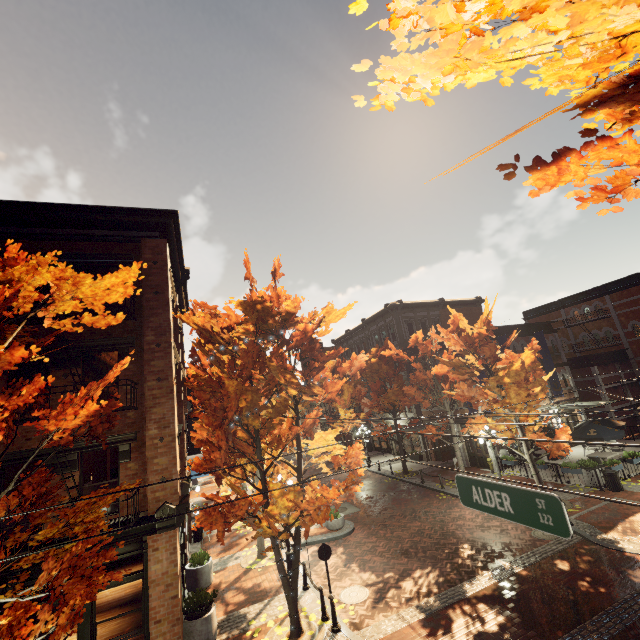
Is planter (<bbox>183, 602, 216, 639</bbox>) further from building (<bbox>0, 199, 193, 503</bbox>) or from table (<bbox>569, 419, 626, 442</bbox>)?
table (<bbox>569, 419, 626, 442</bbox>)

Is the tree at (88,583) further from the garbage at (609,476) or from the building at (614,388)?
the garbage at (609,476)

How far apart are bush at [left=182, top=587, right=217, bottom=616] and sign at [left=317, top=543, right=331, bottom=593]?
3.5 meters

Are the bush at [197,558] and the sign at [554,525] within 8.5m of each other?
no

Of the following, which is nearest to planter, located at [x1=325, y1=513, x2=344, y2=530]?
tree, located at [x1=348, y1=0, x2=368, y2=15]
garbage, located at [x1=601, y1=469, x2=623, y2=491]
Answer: tree, located at [x1=348, y1=0, x2=368, y2=15]

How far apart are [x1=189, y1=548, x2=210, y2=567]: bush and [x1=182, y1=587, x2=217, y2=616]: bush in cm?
295

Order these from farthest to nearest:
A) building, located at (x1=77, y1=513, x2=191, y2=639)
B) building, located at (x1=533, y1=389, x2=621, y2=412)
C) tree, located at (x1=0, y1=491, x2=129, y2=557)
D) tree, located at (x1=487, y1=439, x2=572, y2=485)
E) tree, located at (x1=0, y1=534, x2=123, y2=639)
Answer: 1. building, located at (x1=533, y1=389, x2=621, y2=412)
2. tree, located at (x1=487, y1=439, x2=572, y2=485)
3. building, located at (x1=77, y1=513, x2=191, y2=639)
4. tree, located at (x1=0, y1=491, x2=129, y2=557)
5. tree, located at (x1=0, y1=534, x2=123, y2=639)

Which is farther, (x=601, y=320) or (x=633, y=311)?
(x=601, y=320)
